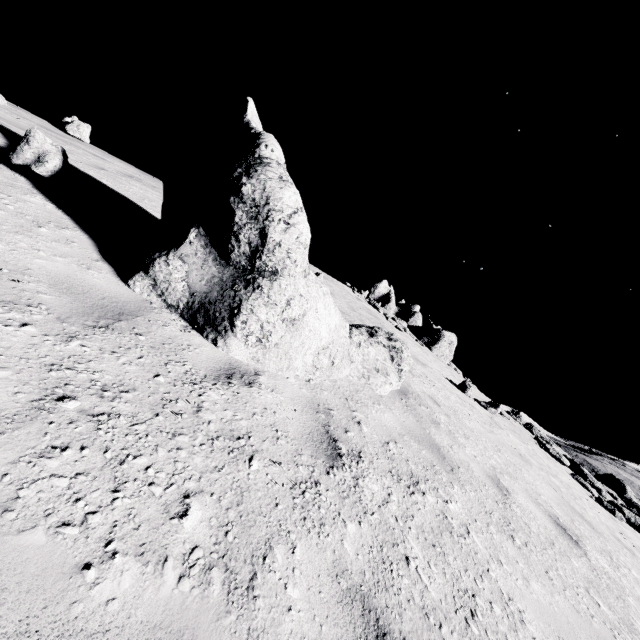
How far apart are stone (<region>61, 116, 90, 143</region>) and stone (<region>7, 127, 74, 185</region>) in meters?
7.6

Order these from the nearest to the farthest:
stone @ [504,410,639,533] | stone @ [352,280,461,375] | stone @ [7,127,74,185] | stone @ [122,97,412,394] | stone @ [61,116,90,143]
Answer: stone @ [122,97,412,394]
stone @ [7,127,74,185]
stone @ [504,410,639,533]
stone @ [61,116,90,143]
stone @ [352,280,461,375]

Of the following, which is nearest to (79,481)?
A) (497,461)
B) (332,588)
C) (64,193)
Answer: (332,588)

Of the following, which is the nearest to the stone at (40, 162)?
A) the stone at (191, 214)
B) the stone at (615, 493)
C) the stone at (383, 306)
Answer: the stone at (191, 214)

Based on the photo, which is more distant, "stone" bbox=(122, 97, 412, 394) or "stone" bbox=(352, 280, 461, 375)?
"stone" bbox=(352, 280, 461, 375)

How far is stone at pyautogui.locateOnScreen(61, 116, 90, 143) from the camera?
10.11m

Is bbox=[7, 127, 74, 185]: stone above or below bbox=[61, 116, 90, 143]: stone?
below

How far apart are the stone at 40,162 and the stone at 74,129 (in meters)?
7.62
